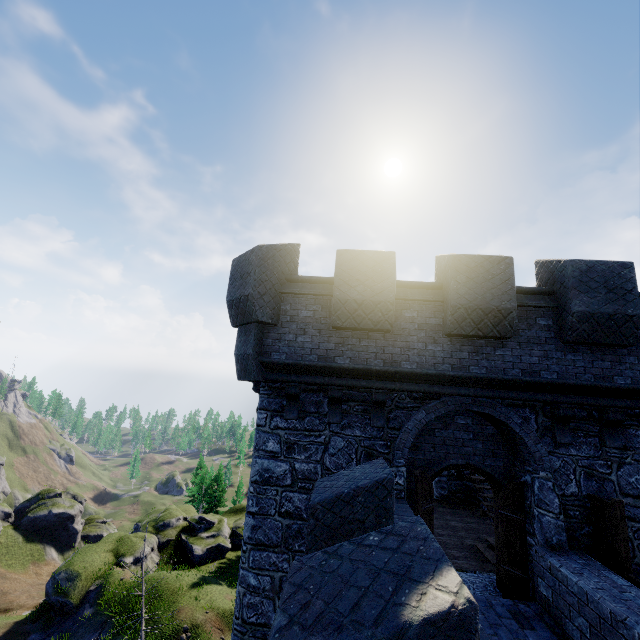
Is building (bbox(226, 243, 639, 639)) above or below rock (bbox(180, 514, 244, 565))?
above

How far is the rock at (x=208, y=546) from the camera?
28.2m

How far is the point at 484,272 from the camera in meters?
7.0

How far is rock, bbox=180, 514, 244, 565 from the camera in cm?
2816

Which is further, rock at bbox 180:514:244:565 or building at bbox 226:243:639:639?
rock at bbox 180:514:244:565

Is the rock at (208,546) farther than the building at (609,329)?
Yes
